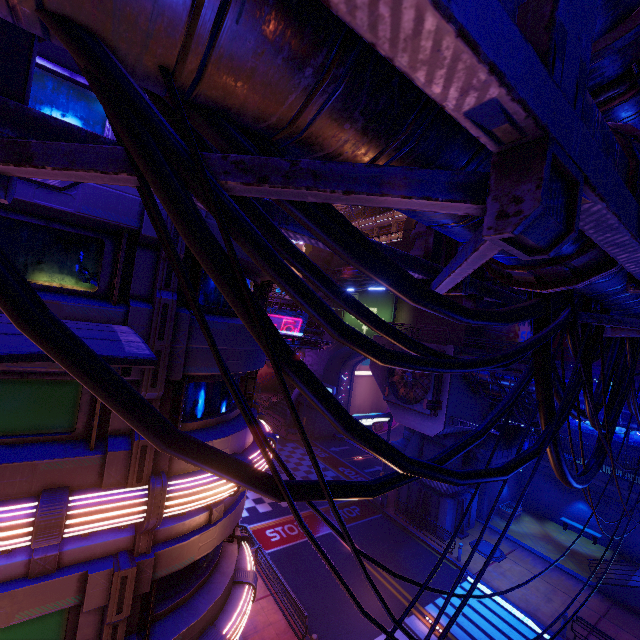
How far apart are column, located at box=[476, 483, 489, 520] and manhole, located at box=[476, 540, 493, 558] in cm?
243

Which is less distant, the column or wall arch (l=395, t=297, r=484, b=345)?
the column

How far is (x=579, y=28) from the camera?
1.3 meters

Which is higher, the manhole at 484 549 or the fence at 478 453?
the fence at 478 453

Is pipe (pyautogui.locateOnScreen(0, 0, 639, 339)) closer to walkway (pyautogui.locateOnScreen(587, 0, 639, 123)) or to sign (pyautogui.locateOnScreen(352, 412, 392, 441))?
walkway (pyautogui.locateOnScreen(587, 0, 639, 123))

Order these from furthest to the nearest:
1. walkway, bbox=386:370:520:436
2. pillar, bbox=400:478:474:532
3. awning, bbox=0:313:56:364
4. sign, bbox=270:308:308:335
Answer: sign, bbox=270:308:308:335
pillar, bbox=400:478:474:532
walkway, bbox=386:370:520:436
awning, bbox=0:313:56:364

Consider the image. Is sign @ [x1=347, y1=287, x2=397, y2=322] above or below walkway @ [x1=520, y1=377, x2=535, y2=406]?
above

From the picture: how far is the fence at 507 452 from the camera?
26.2m
